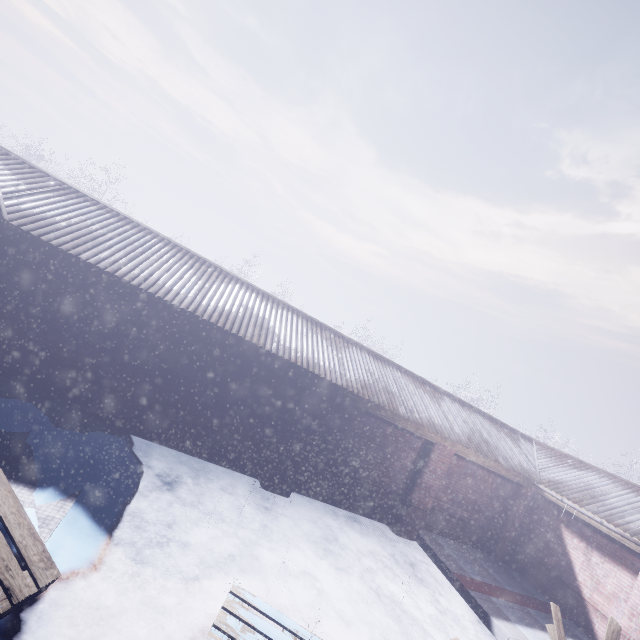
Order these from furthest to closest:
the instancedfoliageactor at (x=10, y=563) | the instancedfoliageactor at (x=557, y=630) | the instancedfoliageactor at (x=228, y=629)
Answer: the instancedfoliageactor at (x=557, y=630)
the instancedfoliageactor at (x=228, y=629)
the instancedfoliageactor at (x=10, y=563)

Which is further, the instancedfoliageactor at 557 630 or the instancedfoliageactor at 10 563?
the instancedfoliageactor at 557 630

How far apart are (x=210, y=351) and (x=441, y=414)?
5.7 meters

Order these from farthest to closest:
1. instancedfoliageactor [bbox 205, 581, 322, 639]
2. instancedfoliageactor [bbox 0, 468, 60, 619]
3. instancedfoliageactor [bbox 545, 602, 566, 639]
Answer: instancedfoliageactor [bbox 545, 602, 566, 639] → instancedfoliageactor [bbox 205, 581, 322, 639] → instancedfoliageactor [bbox 0, 468, 60, 619]

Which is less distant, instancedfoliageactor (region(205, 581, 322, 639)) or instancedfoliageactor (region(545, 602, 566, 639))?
instancedfoliageactor (region(205, 581, 322, 639))

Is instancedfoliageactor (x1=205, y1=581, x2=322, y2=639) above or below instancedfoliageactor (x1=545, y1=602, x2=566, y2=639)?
below
